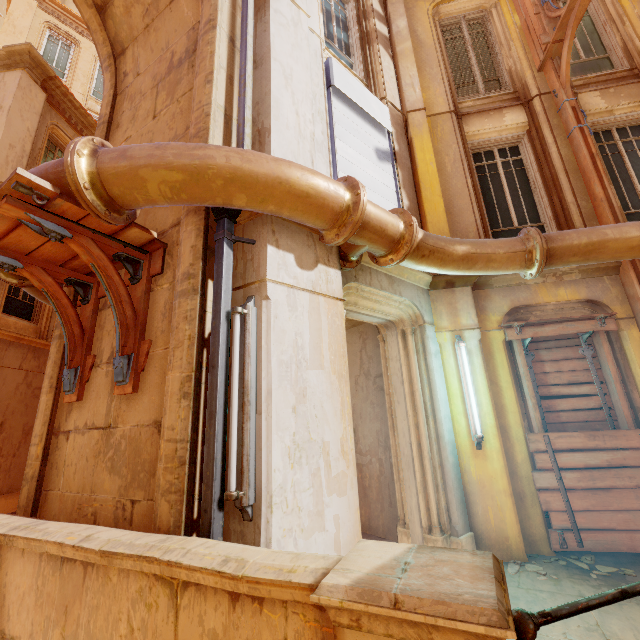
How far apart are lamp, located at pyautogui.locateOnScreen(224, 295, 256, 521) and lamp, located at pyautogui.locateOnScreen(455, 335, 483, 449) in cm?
Answer: 333

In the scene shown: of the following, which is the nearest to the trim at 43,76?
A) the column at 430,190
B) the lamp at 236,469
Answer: the column at 430,190

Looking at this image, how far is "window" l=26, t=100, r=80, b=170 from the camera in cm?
1005

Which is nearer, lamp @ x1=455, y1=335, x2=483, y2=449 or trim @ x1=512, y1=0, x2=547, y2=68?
lamp @ x1=455, y1=335, x2=483, y2=449

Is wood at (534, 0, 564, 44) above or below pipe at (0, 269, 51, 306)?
above

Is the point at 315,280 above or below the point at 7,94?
below

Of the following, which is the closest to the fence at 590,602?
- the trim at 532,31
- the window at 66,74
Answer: the trim at 532,31

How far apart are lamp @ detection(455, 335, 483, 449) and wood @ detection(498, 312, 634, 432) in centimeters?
70cm
